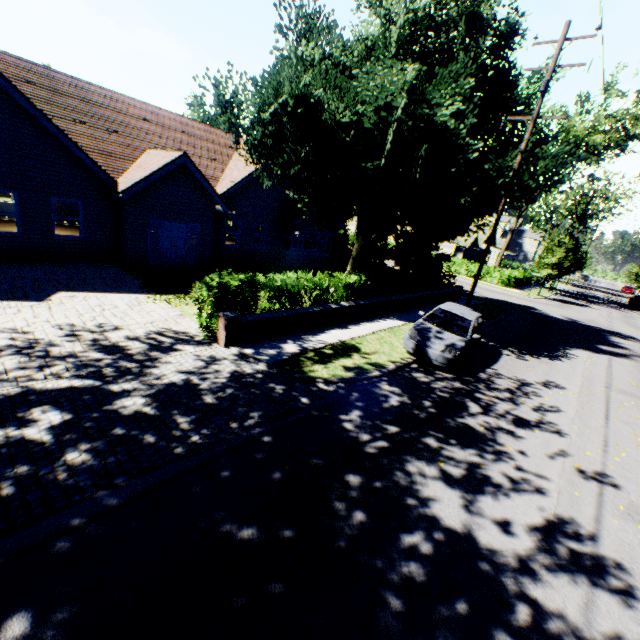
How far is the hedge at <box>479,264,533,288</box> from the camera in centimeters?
3482cm

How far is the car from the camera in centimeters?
1020cm

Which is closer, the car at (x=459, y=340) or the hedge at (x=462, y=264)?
the hedge at (x=462, y=264)

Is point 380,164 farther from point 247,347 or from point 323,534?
point 323,534

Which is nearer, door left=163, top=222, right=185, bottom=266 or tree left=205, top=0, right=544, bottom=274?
tree left=205, top=0, right=544, bottom=274

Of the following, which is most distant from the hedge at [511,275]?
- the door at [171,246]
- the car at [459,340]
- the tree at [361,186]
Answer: the door at [171,246]

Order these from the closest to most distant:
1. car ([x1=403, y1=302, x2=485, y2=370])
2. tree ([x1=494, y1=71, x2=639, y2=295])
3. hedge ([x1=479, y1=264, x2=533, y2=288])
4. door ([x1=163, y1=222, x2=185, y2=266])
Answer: car ([x1=403, y1=302, x2=485, y2=370]) → tree ([x1=494, y1=71, x2=639, y2=295]) → door ([x1=163, y1=222, x2=185, y2=266]) → hedge ([x1=479, y1=264, x2=533, y2=288])

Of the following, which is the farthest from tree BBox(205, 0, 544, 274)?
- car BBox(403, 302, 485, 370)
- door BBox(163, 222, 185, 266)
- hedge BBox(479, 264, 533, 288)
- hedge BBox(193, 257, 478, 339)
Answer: door BBox(163, 222, 185, 266)
